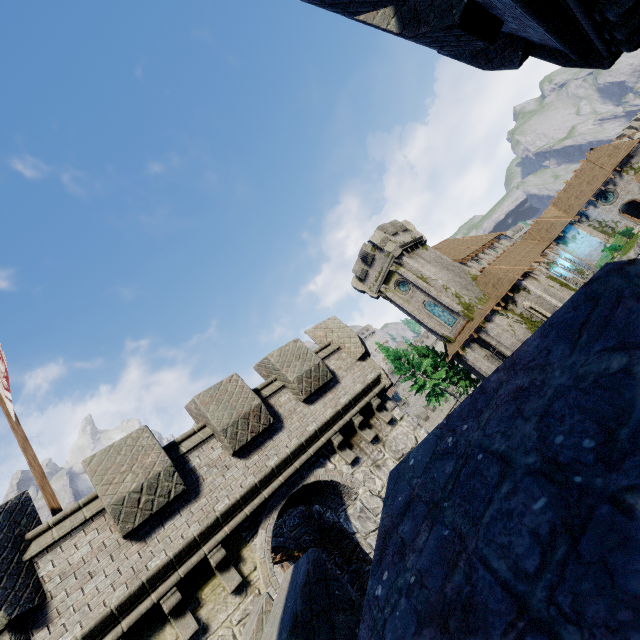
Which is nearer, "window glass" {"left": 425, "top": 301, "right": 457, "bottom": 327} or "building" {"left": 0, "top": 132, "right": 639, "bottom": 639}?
"building" {"left": 0, "top": 132, "right": 639, "bottom": 639}

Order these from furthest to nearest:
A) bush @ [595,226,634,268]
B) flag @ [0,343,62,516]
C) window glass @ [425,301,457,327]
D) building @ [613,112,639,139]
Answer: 1. building @ [613,112,639,139]
2. bush @ [595,226,634,268]
3. window glass @ [425,301,457,327]
4. flag @ [0,343,62,516]

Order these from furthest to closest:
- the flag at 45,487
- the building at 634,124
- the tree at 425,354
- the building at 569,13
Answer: the building at 634,124
the tree at 425,354
the flag at 45,487
the building at 569,13

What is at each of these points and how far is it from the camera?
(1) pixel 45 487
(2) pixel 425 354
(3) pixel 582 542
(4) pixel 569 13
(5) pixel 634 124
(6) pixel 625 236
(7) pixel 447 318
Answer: (1) flag, 7.4 meters
(2) tree, 42.2 meters
(3) building, 0.5 meters
(4) building, 3.4 meters
(5) building, 55.5 meters
(6) bush, 36.2 meters
(7) window glass, 33.8 meters

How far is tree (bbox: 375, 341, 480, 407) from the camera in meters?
36.8

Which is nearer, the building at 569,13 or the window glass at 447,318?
the building at 569,13

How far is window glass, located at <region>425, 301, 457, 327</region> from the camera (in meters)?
33.56

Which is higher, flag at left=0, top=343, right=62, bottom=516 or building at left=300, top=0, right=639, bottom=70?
flag at left=0, top=343, right=62, bottom=516
